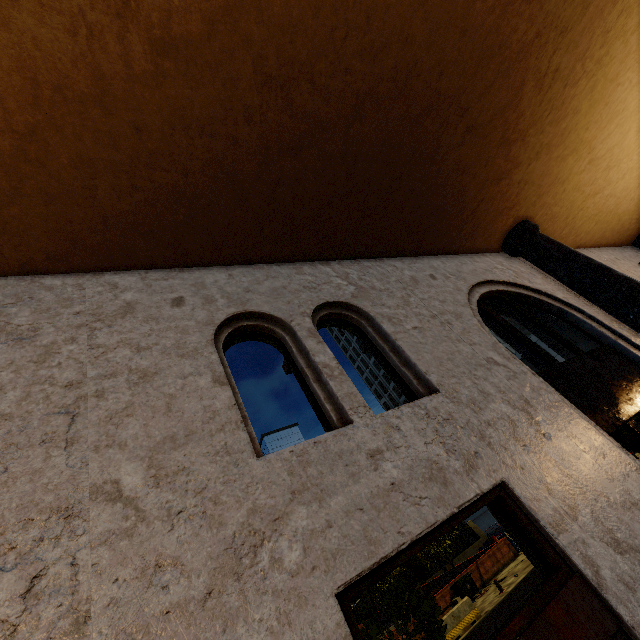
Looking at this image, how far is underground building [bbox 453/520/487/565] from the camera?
35.50m

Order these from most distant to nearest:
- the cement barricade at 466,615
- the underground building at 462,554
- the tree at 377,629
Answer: the underground building at 462,554
the cement barricade at 466,615
the tree at 377,629

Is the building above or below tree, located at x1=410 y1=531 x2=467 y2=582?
above

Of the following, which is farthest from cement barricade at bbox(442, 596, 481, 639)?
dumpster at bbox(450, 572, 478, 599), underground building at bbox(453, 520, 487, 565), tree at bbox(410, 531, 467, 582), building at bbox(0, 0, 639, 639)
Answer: underground building at bbox(453, 520, 487, 565)

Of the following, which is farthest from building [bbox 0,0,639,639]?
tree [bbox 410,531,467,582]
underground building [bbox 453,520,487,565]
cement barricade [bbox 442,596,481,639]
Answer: underground building [bbox 453,520,487,565]

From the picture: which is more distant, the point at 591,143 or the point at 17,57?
the point at 591,143

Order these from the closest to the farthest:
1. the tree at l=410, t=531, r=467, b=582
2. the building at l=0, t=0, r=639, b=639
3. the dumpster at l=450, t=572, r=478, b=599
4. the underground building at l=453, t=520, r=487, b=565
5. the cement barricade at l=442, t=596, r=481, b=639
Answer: the building at l=0, t=0, r=639, b=639
the cement barricade at l=442, t=596, r=481, b=639
the dumpster at l=450, t=572, r=478, b=599
the tree at l=410, t=531, r=467, b=582
the underground building at l=453, t=520, r=487, b=565

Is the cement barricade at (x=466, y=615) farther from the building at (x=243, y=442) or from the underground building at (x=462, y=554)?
the underground building at (x=462, y=554)
